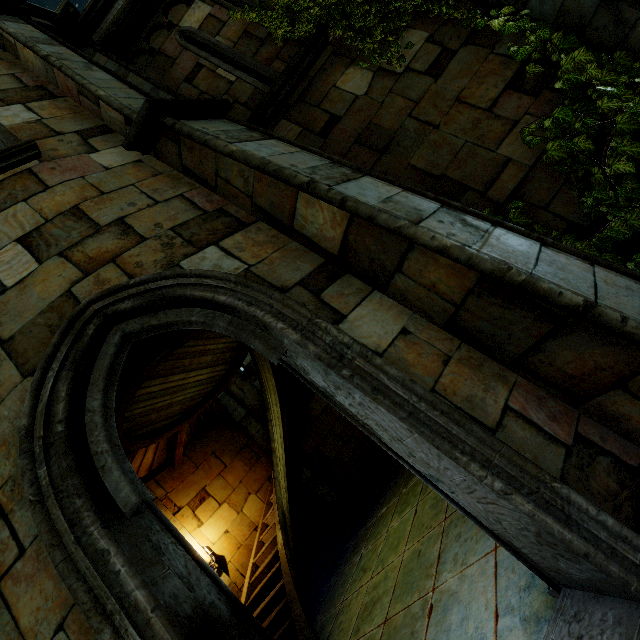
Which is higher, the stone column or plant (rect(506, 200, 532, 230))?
the stone column

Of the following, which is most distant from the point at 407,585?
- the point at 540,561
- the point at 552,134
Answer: the point at 552,134

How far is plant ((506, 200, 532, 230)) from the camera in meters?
3.6 m

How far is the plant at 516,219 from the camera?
3.6m

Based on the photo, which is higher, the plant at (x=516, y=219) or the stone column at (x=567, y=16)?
A: the stone column at (x=567, y=16)
